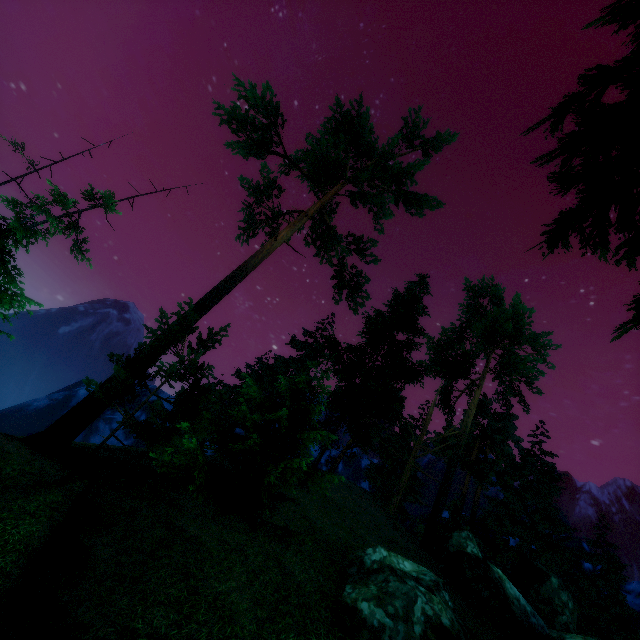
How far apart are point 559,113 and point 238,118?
26.2m

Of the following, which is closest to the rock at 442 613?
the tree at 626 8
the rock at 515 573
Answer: the rock at 515 573

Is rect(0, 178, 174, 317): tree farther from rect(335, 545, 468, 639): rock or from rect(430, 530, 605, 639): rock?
rect(335, 545, 468, 639): rock

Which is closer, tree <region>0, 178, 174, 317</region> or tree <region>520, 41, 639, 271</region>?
tree <region>520, 41, 639, 271</region>

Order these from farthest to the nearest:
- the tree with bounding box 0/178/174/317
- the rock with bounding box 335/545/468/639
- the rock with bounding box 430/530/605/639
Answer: the rock with bounding box 430/530/605/639 < the tree with bounding box 0/178/174/317 < the rock with bounding box 335/545/468/639

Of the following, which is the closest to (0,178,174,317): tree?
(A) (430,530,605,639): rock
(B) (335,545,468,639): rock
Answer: (A) (430,530,605,639): rock

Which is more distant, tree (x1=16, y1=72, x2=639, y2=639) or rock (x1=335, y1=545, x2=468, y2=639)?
tree (x1=16, y1=72, x2=639, y2=639)
